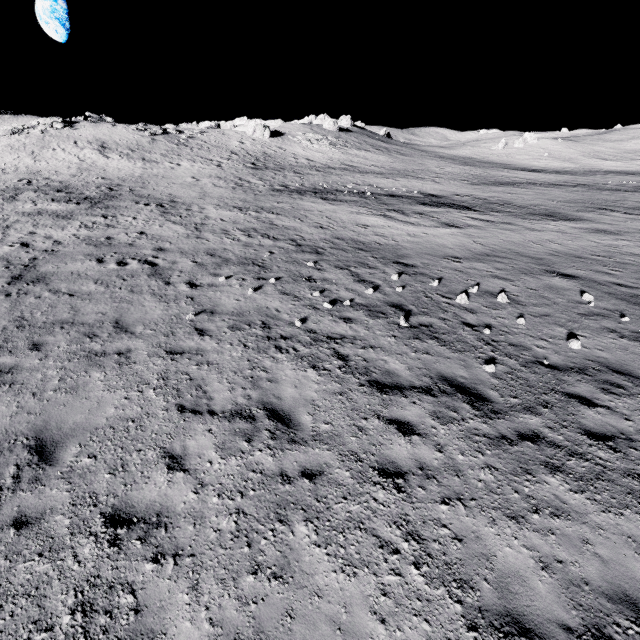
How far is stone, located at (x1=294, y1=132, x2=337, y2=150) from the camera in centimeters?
5388cm

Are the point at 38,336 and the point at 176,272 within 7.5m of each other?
yes

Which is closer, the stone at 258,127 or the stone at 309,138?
the stone at 258,127

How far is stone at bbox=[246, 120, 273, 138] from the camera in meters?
52.2

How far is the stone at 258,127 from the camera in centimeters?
5219cm

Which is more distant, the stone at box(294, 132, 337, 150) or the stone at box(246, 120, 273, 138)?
the stone at box(294, 132, 337, 150)

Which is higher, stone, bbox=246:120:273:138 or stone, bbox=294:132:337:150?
stone, bbox=246:120:273:138
